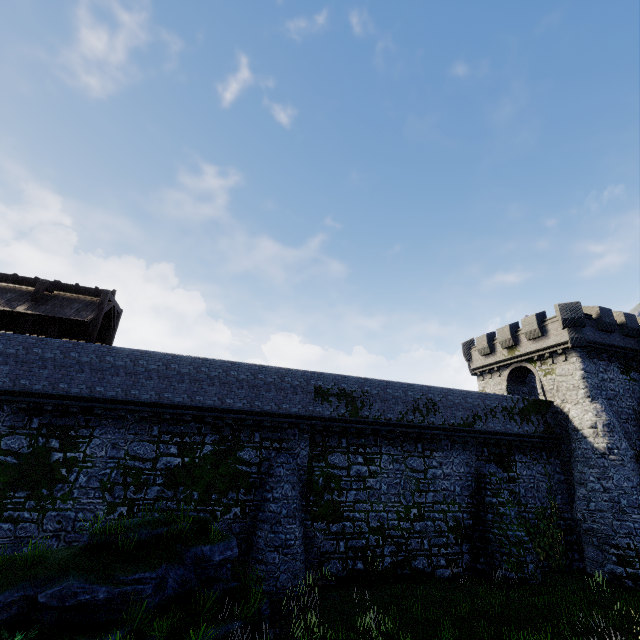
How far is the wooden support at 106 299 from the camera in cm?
1680

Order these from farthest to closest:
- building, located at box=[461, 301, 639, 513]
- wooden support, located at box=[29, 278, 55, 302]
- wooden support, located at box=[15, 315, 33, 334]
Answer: building, located at box=[461, 301, 639, 513] < wooden support, located at box=[29, 278, 55, 302] < wooden support, located at box=[15, 315, 33, 334]

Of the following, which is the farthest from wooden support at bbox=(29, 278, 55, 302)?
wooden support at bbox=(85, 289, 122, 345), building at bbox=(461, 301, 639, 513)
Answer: building at bbox=(461, 301, 639, 513)

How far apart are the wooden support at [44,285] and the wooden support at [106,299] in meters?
2.6 m

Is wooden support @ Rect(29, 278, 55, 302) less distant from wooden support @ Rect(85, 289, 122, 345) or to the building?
wooden support @ Rect(85, 289, 122, 345)

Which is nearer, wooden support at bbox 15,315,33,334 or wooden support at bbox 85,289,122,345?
wooden support at bbox 15,315,33,334

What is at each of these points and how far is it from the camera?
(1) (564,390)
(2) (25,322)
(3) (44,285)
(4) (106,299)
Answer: (1) building, 23.1m
(2) wooden support, 16.0m
(3) wooden support, 16.9m
(4) wooden support, 17.6m
